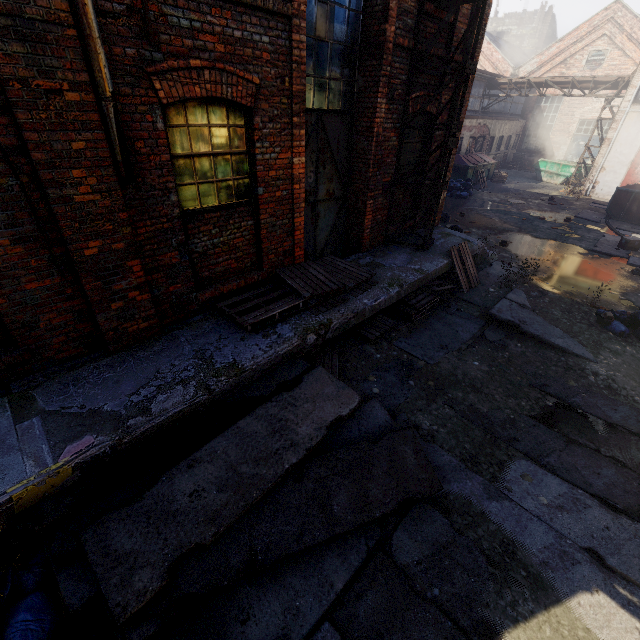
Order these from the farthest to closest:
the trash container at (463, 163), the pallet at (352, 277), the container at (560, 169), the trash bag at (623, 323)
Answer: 1. the container at (560, 169)
2. the trash container at (463, 163)
3. the trash bag at (623, 323)
4. the pallet at (352, 277)

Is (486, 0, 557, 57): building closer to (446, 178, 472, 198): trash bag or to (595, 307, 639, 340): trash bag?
(446, 178, 472, 198): trash bag

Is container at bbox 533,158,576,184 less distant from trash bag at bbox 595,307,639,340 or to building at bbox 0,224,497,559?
building at bbox 0,224,497,559

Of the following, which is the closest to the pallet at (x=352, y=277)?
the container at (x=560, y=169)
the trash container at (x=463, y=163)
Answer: the trash container at (x=463, y=163)

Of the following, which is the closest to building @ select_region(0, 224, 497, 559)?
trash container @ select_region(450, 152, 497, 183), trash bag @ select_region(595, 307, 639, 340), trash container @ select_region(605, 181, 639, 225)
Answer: trash bag @ select_region(595, 307, 639, 340)

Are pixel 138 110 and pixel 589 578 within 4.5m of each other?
no

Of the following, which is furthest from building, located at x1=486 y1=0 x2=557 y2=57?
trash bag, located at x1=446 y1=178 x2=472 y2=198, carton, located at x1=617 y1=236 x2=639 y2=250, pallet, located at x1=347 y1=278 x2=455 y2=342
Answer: pallet, located at x1=347 y1=278 x2=455 y2=342

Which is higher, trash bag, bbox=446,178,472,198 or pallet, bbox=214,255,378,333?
pallet, bbox=214,255,378,333
